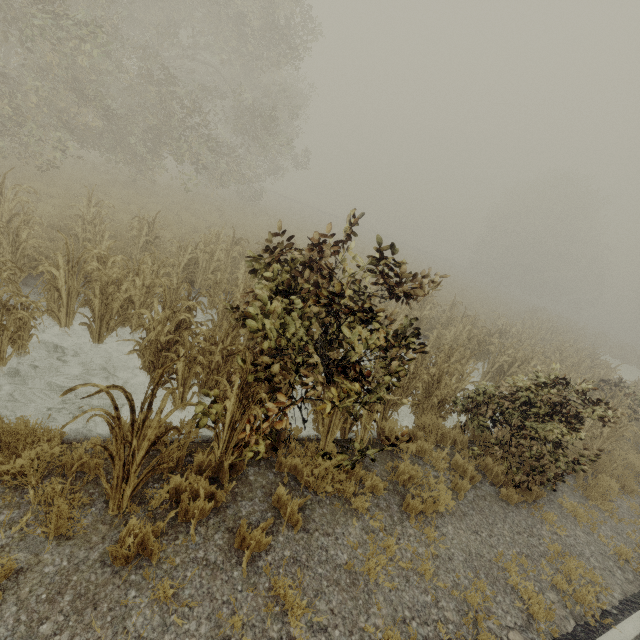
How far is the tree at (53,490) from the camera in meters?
3.2 m

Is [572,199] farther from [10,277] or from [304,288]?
[10,277]

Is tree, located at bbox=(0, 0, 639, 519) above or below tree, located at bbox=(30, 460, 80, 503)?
above

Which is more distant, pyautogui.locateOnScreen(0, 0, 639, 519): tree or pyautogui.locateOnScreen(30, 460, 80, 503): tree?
pyautogui.locateOnScreen(0, 0, 639, 519): tree

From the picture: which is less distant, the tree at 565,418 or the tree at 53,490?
the tree at 53,490

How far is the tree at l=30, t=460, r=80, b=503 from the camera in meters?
3.2
